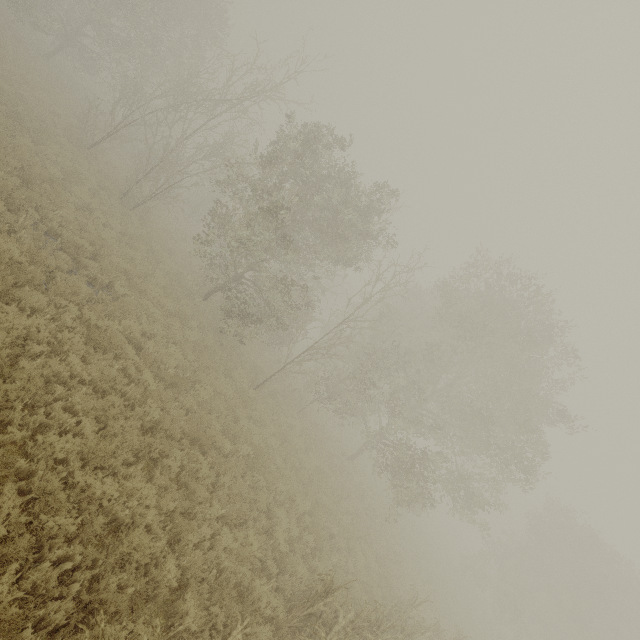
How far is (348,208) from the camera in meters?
15.1 m
